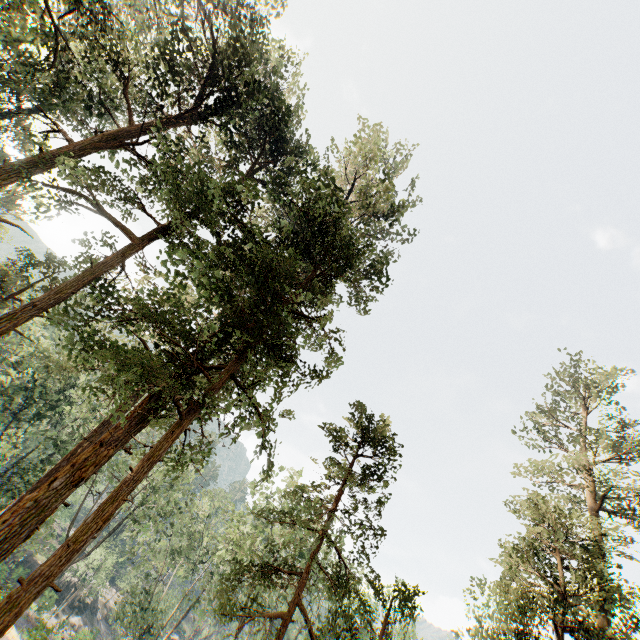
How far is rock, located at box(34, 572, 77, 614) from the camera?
40.2m

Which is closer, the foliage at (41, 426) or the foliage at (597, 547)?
the foliage at (41, 426)

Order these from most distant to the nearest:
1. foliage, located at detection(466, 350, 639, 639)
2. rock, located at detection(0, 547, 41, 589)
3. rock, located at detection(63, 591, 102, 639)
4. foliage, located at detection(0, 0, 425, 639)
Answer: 1. rock, located at detection(63, 591, 102, 639)
2. rock, located at detection(0, 547, 41, 589)
3. foliage, located at detection(466, 350, 639, 639)
4. foliage, located at detection(0, 0, 425, 639)

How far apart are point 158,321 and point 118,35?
14.1 meters

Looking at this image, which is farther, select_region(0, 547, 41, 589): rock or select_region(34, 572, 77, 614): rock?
select_region(34, 572, 77, 614): rock

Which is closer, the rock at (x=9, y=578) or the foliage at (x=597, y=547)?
the foliage at (x=597, y=547)

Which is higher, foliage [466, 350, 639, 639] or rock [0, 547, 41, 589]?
foliage [466, 350, 639, 639]
